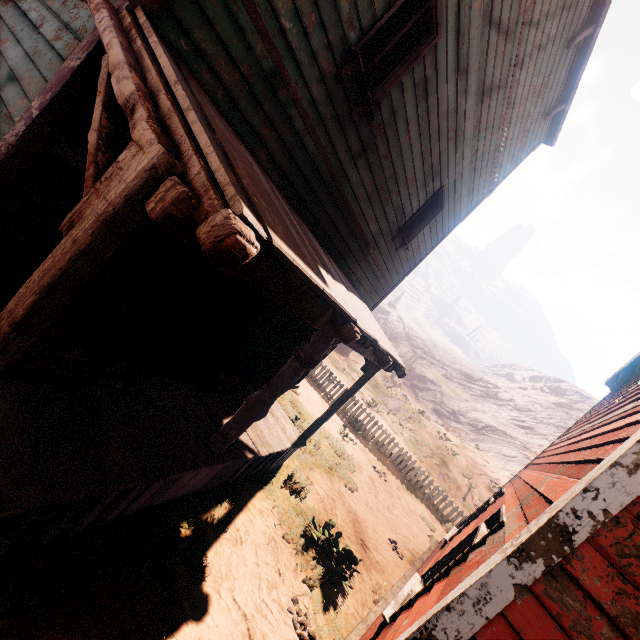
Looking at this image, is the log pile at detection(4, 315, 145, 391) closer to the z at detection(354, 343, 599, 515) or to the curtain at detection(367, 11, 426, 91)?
the z at detection(354, 343, 599, 515)

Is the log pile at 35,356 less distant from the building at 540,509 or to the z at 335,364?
the building at 540,509

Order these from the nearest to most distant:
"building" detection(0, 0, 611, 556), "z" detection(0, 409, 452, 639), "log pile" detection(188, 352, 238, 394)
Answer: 1. "building" detection(0, 0, 611, 556)
2. "z" detection(0, 409, 452, 639)
3. "log pile" detection(188, 352, 238, 394)

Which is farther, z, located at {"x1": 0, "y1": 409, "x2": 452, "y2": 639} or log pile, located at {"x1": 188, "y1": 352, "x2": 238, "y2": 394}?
log pile, located at {"x1": 188, "y1": 352, "x2": 238, "y2": 394}

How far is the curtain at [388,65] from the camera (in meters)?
4.20

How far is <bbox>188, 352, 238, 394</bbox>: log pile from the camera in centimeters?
553cm

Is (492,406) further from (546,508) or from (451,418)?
(546,508)

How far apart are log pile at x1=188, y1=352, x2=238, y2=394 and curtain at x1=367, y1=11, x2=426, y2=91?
4.71m
